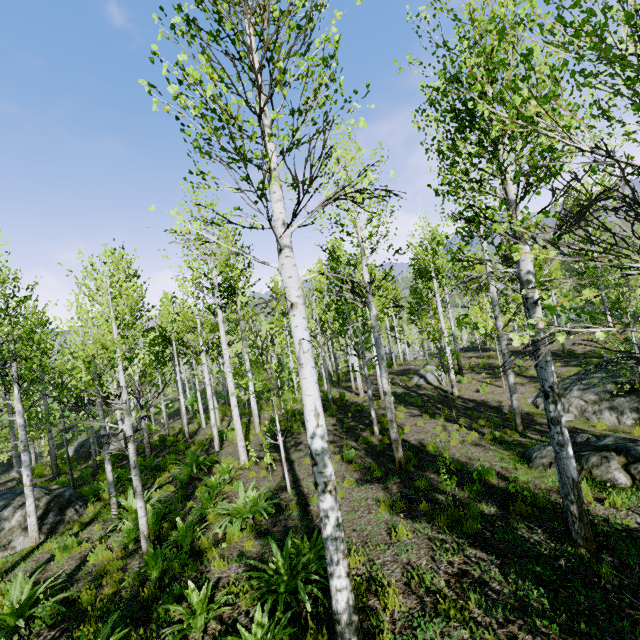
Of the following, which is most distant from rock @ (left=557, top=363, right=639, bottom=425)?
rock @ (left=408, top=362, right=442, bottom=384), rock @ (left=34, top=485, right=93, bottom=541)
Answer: rock @ (left=34, top=485, right=93, bottom=541)

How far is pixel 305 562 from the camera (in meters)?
5.00

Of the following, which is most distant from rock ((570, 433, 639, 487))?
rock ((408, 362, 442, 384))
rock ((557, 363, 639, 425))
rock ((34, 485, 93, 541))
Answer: rock ((34, 485, 93, 541))

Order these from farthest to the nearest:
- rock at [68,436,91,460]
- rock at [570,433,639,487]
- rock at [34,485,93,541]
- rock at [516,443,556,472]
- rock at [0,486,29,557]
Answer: rock at [68,436,91,460] < rock at [34,485,93,541] < rock at [0,486,29,557] < rock at [516,443,556,472] < rock at [570,433,639,487]

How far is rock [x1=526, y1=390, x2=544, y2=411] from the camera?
13.1m

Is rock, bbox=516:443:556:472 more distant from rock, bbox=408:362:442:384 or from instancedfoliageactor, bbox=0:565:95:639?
rock, bbox=408:362:442:384

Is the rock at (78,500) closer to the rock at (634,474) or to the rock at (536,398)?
the rock at (634,474)

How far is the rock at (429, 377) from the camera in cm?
1905
